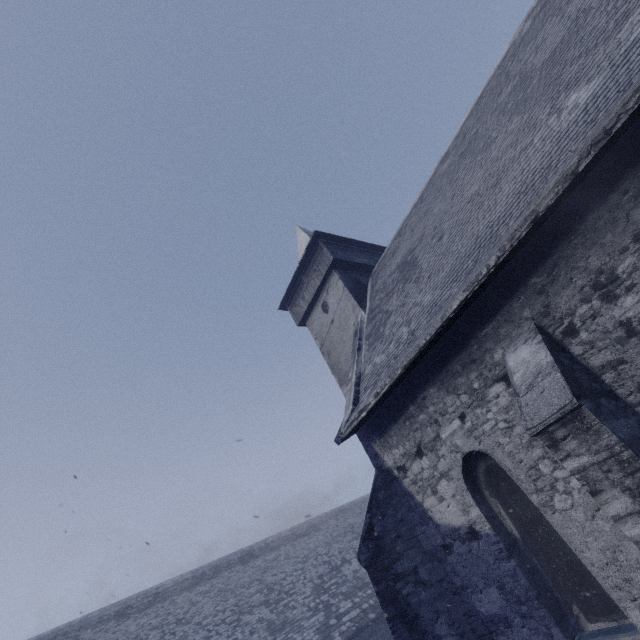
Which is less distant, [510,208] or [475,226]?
[510,208]
